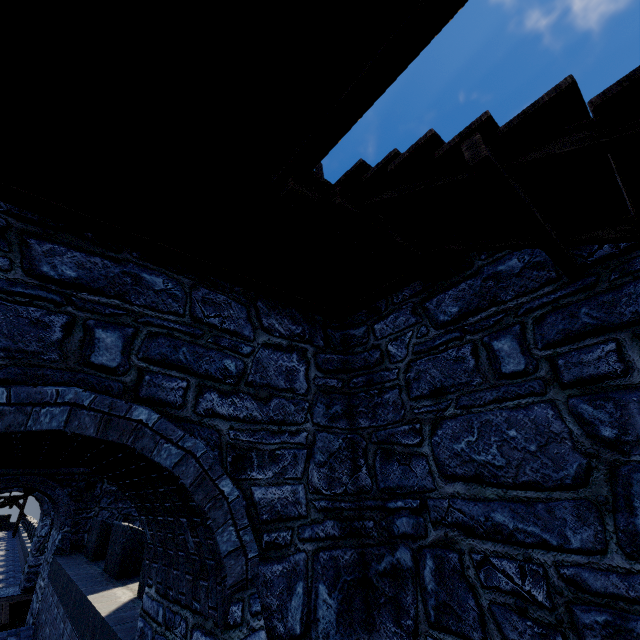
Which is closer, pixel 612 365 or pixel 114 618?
pixel 612 365
